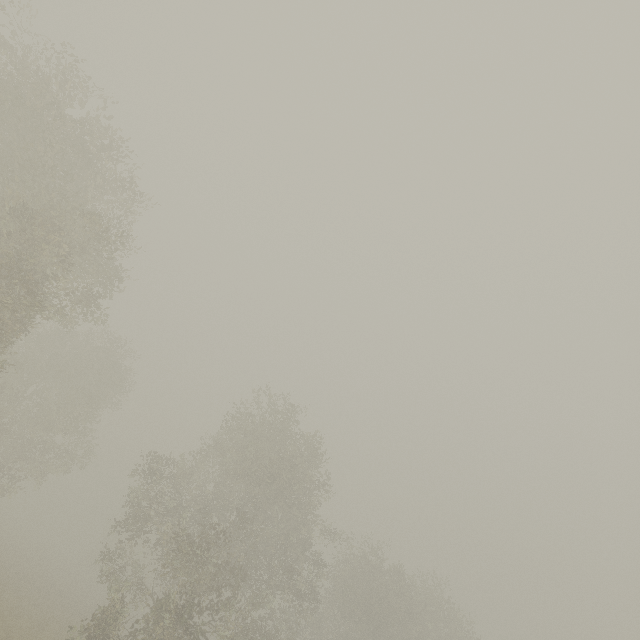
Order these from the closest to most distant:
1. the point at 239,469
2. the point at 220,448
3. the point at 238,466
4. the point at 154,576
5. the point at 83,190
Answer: the point at 83,190, the point at 239,469, the point at 220,448, the point at 238,466, the point at 154,576
